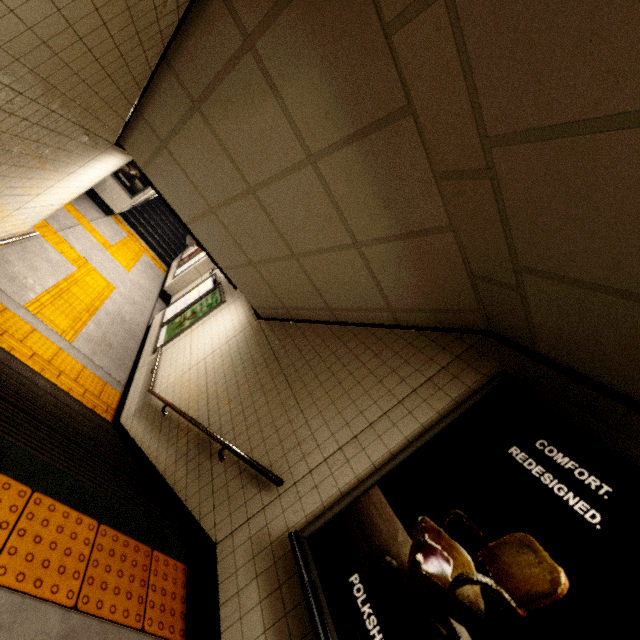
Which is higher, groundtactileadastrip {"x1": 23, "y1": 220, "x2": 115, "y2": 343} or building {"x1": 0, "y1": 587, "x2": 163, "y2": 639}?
building {"x1": 0, "y1": 587, "x2": 163, "y2": 639}

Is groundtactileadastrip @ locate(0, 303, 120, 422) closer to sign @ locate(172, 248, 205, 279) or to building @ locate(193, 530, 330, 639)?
building @ locate(193, 530, 330, 639)

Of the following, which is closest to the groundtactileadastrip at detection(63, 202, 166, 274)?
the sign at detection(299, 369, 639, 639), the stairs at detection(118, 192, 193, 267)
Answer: the stairs at detection(118, 192, 193, 267)

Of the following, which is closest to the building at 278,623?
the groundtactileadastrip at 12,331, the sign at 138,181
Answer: the groundtactileadastrip at 12,331

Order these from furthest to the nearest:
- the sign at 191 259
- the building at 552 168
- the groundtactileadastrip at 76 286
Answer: the sign at 191 259 → the groundtactileadastrip at 76 286 → the building at 552 168

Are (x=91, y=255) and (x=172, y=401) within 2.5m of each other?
no

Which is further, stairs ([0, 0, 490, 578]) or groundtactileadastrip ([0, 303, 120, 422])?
groundtactileadastrip ([0, 303, 120, 422])

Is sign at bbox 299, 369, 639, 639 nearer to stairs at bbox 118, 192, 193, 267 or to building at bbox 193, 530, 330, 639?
building at bbox 193, 530, 330, 639
